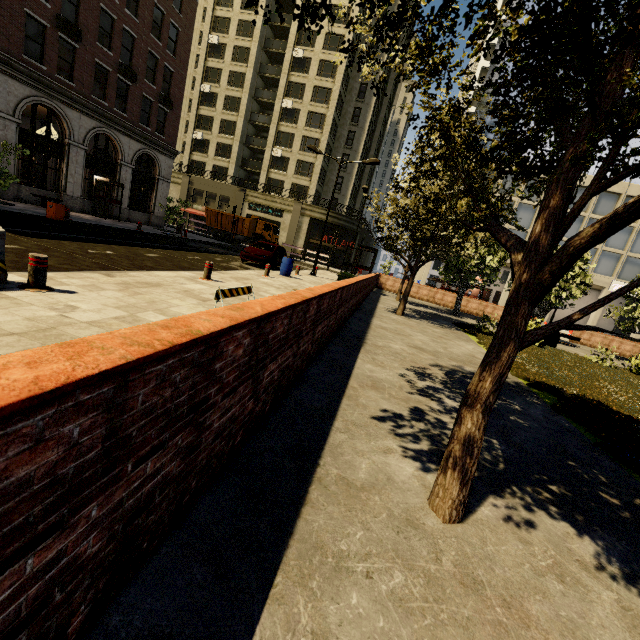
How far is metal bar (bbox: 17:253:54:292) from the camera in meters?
5.0 m

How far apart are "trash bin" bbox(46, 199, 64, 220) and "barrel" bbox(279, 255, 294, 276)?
10.36m

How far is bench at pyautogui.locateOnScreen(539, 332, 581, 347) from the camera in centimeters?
1591cm

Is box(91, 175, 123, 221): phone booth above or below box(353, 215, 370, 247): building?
below

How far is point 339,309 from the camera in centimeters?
662cm

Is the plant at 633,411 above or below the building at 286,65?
below

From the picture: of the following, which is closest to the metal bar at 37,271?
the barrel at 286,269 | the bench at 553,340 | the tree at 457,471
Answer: the tree at 457,471

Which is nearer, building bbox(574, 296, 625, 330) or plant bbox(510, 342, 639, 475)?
plant bbox(510, 342, 639, 475)
